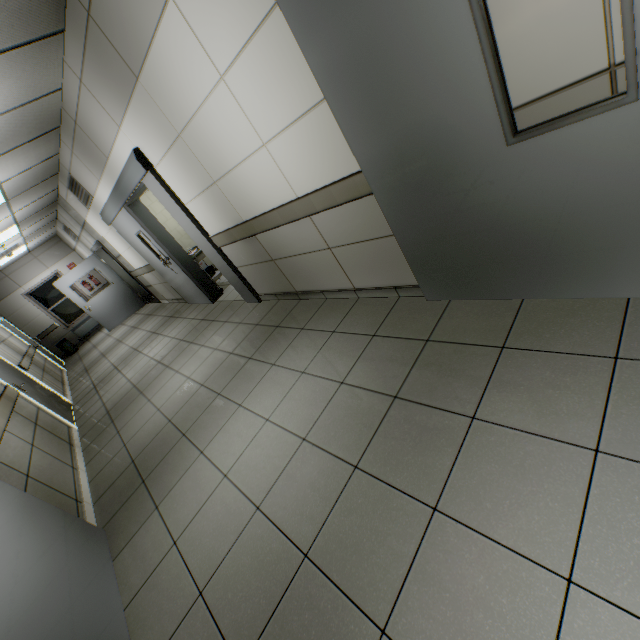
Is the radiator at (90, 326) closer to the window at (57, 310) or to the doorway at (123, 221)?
the window at (57, 310)

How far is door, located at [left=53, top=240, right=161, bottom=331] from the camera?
9.5m

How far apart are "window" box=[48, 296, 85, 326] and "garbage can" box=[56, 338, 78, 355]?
0.63m

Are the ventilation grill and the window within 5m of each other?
no

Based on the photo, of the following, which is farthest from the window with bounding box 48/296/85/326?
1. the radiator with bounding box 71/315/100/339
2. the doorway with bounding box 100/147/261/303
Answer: the doorway with bounding box 100/147/261/303

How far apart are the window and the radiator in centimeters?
15cm

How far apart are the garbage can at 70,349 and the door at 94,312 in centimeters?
228cm

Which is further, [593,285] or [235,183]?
[235,183]
